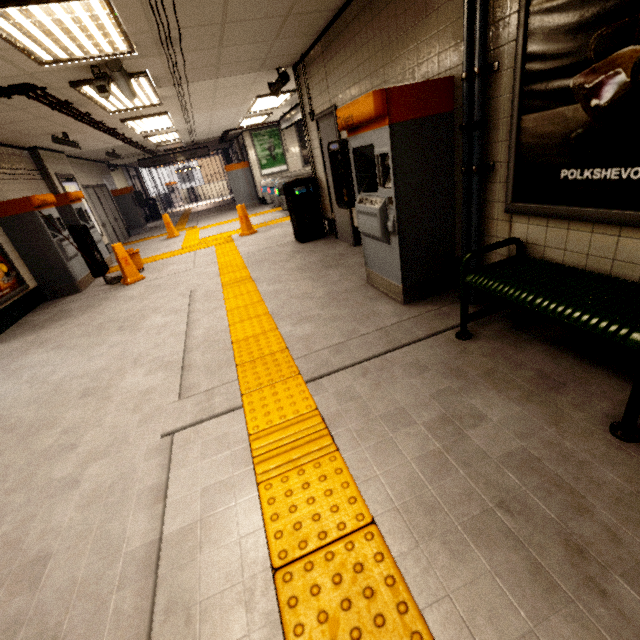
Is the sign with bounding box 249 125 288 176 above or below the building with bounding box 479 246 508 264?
above

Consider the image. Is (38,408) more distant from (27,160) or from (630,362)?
(27,160)

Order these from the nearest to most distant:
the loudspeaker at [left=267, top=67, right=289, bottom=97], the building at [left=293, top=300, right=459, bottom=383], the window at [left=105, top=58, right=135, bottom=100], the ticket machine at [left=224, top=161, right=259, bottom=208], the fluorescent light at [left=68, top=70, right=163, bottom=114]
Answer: the building at [left=293, top=300, right=459, bottom=383]
the window at [left=105, top=58, right=135, bottom=100]
the fluorescent light at [left=68, top=70, right=163, bottom=114]
the loudspeaker at [left=267, top=67, right=289, bottom=97]
the ticket machine at [left=224, top=161, right=259, bottom=208]

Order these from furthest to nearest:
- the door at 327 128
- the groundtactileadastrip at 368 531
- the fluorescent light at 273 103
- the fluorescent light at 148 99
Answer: the fluorescent light at 273 103, the door at 327 128, the fluorescent light at 148 99, the groundtactileadastrip at 368 531

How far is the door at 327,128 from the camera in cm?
506

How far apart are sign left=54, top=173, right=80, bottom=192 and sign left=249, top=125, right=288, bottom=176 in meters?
6.7

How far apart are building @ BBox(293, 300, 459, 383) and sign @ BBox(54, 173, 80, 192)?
9.08m

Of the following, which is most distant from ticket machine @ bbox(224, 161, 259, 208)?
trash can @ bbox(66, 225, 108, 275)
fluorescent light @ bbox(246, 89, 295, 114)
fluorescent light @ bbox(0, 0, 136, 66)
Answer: fluorescent light @ bbox(0, 0, 136, 66)
